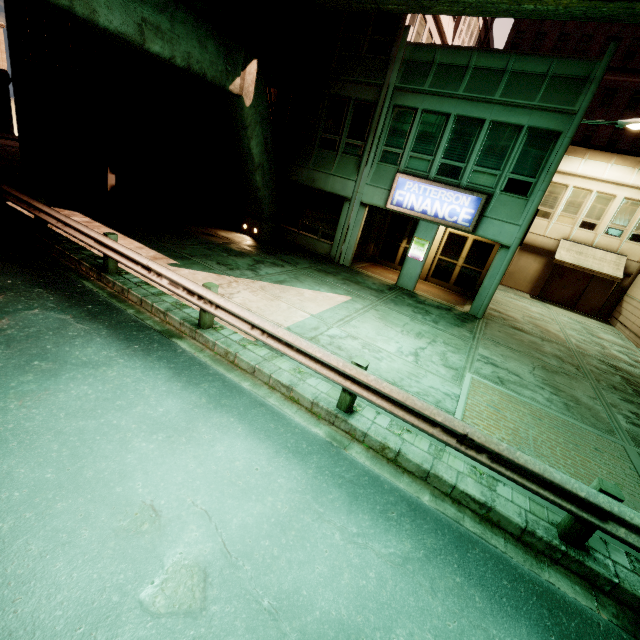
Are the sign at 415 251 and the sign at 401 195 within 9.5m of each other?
yes

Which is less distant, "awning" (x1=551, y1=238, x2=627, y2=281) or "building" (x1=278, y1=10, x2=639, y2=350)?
"building" (x1=278, y1=10, x2=639, y2=350)

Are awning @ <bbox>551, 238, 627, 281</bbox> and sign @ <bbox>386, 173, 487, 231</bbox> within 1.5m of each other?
no

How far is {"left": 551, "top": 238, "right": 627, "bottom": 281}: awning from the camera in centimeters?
1870cm

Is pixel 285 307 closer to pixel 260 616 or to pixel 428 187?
pixel 260 616

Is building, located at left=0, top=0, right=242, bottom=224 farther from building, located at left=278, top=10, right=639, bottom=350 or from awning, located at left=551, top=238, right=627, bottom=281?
awning, located at left=551, top=238, right=627, bottom=281

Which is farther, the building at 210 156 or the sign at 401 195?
the sign at 401 195

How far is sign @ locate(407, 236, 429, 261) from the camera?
13.78m
